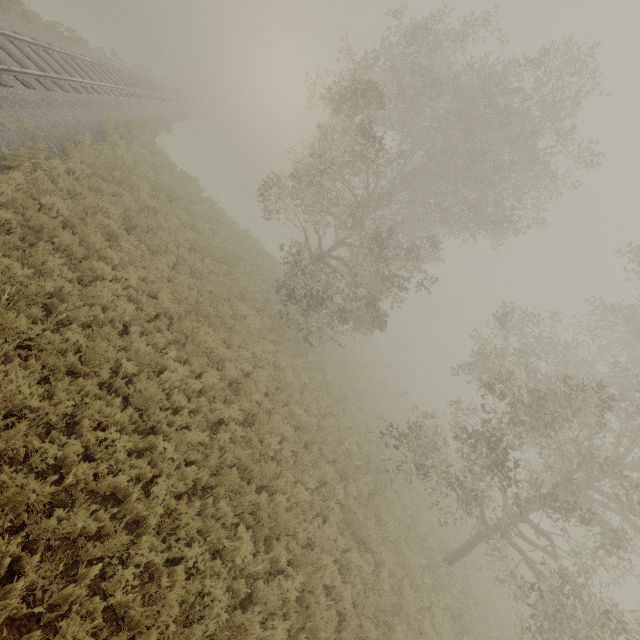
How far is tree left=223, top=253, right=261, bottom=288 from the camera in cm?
1577

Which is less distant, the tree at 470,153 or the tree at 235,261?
the tree at 470,153

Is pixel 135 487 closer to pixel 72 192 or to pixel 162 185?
pixel 72 192

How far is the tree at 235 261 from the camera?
15.8m

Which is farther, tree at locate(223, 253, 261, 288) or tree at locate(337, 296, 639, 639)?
tree at locate(223, 253, 261, 288)

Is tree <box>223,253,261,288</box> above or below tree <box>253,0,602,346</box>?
below

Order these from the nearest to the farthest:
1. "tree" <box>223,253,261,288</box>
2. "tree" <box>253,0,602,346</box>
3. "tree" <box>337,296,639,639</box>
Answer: "tree" <box>337,296,639,639</box> → "tree" <box>253,0,602,346</box> → "tree" <box>223,253,261,288</box>
